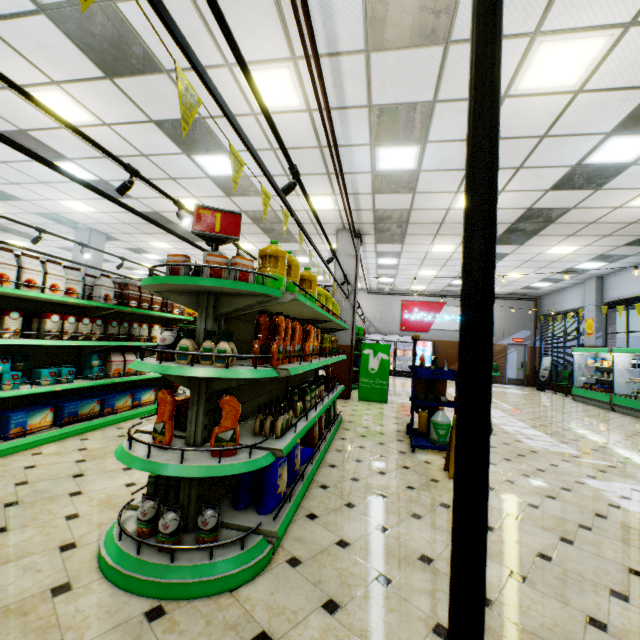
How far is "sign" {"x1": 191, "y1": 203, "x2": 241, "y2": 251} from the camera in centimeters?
236cm

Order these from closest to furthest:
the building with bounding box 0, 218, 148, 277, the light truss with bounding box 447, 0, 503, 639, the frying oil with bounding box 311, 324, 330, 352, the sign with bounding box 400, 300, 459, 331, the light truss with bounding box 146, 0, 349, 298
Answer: the light truss with bounding box 447, 0, 503, 639
the light truss with bounding box 146, 0, 349, 298
the frying oil with bounding box 311, 324, 330, 352
the building with bounding box 0, 218, 148, 277
the sign with bounding box 400, 300, 459, 331

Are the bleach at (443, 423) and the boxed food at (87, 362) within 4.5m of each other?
no

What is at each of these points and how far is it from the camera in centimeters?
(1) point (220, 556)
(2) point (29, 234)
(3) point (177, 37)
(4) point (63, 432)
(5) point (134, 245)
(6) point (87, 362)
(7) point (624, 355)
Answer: (1) shelf, 205cm
(2) building, 1254cm
(3) light truss, 146cm
(4) shelf, 435cm
(5) building, 1308cm
(6) boxed food, 489cm
(7) refrigerated case, 1043cm

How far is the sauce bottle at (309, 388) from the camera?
2.66m

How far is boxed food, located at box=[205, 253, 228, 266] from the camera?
2.3 meters

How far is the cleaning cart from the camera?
5.0m

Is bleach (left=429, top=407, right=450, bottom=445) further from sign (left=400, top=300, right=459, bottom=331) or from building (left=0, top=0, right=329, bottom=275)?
sign (left=400, top=300, right=459, bottom=331)
